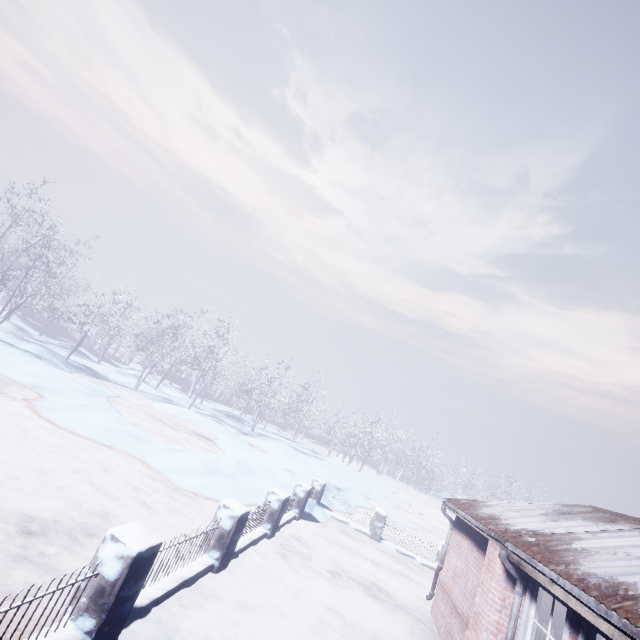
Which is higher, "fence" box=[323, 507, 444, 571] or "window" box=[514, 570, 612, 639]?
"window" box=[514, 570, 612, 639]

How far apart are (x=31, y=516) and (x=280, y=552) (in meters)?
4.61

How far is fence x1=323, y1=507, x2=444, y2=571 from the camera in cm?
1076

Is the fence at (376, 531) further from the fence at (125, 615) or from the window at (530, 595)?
the window at (530, 595)

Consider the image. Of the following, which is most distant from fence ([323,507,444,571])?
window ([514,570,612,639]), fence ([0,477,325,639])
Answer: window ([514,570,612,639])

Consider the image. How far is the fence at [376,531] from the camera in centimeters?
1076cm

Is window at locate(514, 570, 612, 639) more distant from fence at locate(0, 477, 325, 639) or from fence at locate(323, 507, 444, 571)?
fence at locate(323, 507, 444, 571)
